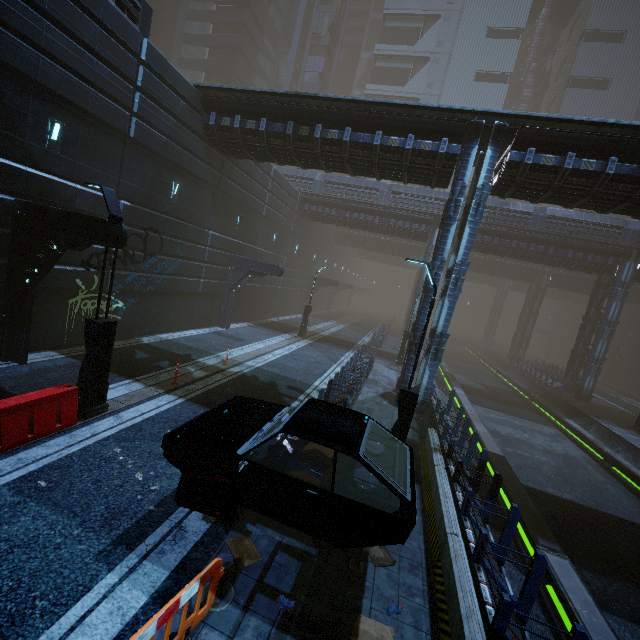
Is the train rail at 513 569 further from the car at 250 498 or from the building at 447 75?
the car at 250 498

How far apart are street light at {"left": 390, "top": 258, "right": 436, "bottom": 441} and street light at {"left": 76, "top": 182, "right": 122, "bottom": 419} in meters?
6.9 m

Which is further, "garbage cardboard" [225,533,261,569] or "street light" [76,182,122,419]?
"street light" [76,182,122,419]

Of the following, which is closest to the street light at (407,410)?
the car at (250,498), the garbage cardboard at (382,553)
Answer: the car at (250,498)

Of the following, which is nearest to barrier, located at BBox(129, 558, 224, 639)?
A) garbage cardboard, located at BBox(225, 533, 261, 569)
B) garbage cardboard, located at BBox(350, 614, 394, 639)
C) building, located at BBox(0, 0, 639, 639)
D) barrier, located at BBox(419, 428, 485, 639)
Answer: garbage cardboard, located at BBox(225, 533, 261, 569)

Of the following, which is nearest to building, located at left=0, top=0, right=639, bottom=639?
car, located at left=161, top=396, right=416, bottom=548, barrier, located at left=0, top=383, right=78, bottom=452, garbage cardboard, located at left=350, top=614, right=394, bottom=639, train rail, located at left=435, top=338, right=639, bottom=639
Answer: train rail, located at left=435, top=338, right=639, bottom=639

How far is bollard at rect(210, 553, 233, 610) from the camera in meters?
4.4 m

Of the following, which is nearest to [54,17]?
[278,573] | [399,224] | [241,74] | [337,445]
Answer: [337,445]
